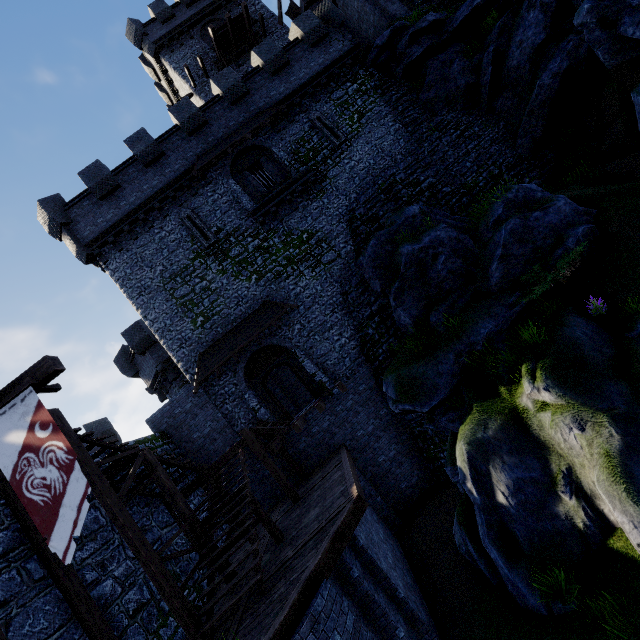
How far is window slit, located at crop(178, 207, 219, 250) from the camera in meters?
17.1 m

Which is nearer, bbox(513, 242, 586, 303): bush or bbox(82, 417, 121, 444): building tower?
bbox(513, 242, 586, 303): bush

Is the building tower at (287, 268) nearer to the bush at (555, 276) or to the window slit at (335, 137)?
the window slit at (335, 137)

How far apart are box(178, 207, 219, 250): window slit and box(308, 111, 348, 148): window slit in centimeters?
829cm

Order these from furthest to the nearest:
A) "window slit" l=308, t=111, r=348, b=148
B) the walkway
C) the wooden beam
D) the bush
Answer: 1. "window slit" l=308, t=111, r=348, b=148
2. the walkway
3. the bush
4. the wooden beam

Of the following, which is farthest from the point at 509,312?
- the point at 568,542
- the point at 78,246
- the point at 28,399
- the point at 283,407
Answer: the point at 78,246

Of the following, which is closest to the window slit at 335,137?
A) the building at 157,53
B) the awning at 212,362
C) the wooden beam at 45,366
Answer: the building at 157,53

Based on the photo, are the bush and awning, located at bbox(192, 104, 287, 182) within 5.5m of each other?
no
